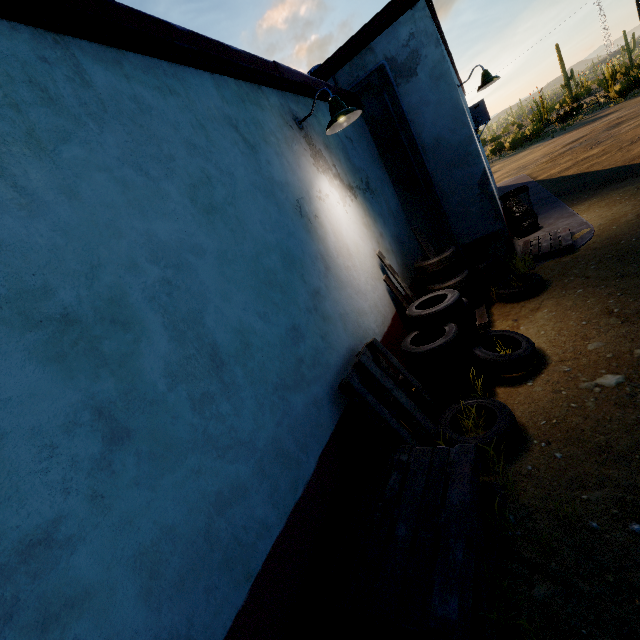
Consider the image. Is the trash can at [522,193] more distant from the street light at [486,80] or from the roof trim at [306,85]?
the roof trim at [306,85]

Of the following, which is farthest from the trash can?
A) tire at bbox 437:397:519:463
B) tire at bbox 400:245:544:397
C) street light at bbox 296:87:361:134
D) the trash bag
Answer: tire at bbox 437:397:519:463

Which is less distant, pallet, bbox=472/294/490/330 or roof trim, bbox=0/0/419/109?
roof trim, bbox=0/0/419/109

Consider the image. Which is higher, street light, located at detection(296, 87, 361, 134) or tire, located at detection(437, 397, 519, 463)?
street light, located at detection(296, 87, 361, 134)

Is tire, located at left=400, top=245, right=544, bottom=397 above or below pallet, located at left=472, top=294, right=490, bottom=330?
above

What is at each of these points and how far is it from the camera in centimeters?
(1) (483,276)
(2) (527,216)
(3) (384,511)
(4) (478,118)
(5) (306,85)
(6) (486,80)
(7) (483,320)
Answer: (1) tire, 540cm
(2) trash bag, 746cm
(3) pallet, 227cm
(4) air conditioner, 852cm
(5) roof trim, 422cm
(6) street light, 637cm
(7) pallet, 465cm

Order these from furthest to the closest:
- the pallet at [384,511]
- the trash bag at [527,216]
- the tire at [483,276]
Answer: the trash bag at [527,216], the tire at [483,276], the pallet at [384,511]

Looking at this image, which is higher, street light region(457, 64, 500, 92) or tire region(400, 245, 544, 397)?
street light region(457, 64, 500, 92)
